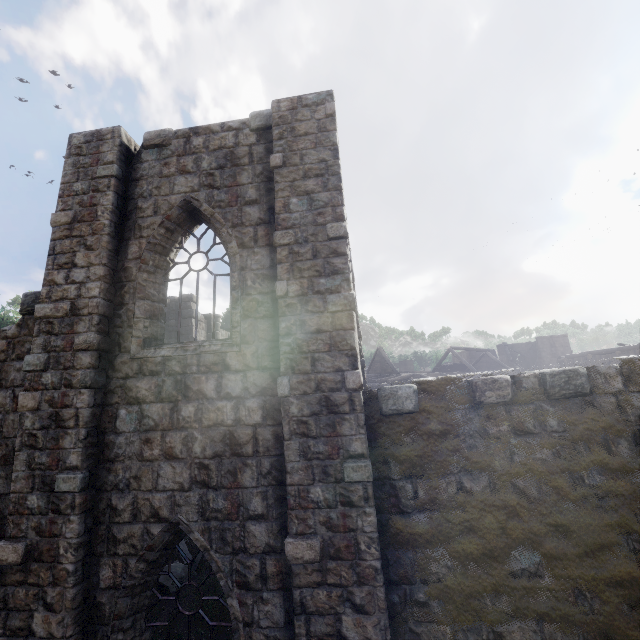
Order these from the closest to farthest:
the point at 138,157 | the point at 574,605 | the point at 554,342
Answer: the point at 574,605 < the point at 138,157 < the point at 554,342
